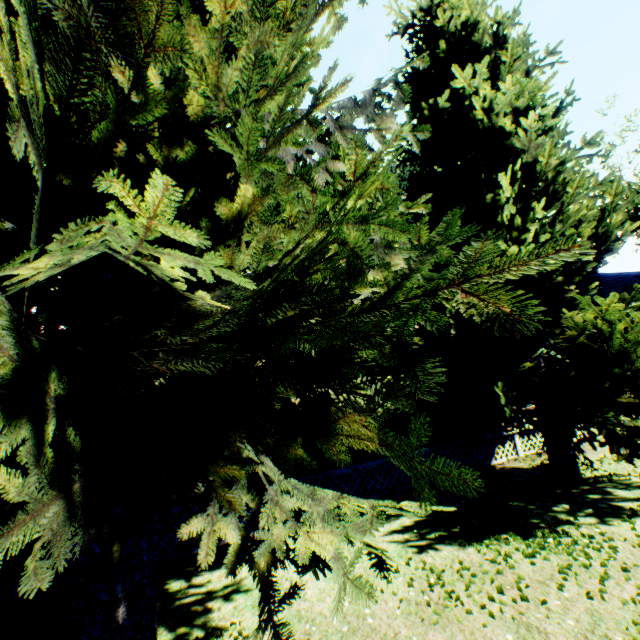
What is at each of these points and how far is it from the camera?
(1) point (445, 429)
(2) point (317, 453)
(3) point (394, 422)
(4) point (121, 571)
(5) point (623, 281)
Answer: (1) house, 11.3 meters
(2) house, 9.2 meters
(3) house, 10.5 meters
(4) plant, 4.3 meters
(5) house, 23.8 meters

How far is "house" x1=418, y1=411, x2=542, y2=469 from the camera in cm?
1097

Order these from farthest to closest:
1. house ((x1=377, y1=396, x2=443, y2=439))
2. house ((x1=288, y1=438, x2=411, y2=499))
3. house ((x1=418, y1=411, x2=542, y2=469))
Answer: house ((x1=418, y1=411, x2=542, y2=469))
house ((x1=377, y1=396, x2=443, y2=439))
house ((x1=288, y1=438, x2=411, y2=499))

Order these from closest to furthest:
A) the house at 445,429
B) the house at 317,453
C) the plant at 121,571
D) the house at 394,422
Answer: the plant at 121,571 < the house at 317,453 < the house at 394,422 < the house at 445,429

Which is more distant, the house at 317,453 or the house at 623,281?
the house at 623,281

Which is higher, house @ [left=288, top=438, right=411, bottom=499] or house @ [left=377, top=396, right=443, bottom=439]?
house @ [left=377, top=396, right=443, bottom=439]
